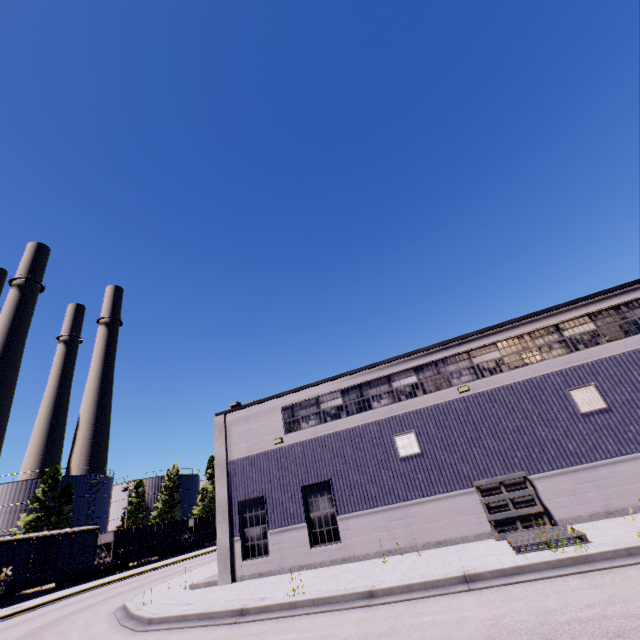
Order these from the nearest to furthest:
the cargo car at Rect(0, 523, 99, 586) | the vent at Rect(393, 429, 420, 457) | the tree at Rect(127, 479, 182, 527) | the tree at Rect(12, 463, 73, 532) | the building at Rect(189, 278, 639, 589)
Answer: the building at Rect(189, 278, 639, 589)
the vent at Rect(393, 429, 420, 457)
the cargo car at Rect(0, 523, 99, 586)
the tree at Rect(12, 463, 73, 532)
the tree at Rect(127, 479, 182, 527)

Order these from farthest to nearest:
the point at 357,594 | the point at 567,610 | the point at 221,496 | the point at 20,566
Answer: the point at 20,566 < the point at 221,496 < the point at 357,594 < the point at 567,610

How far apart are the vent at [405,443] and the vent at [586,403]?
6.23m

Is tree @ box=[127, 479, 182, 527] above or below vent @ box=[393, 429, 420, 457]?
above

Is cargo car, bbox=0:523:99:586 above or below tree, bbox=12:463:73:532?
below

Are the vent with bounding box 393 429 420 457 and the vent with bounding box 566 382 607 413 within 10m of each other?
yes

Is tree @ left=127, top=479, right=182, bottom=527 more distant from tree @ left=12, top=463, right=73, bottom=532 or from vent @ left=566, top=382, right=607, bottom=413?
vent @ left=566, top=382, right=607, bottom=413

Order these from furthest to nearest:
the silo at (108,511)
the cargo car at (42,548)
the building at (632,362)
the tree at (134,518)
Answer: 1. the tree at (134,518)
2. the silo at (108,511)
3. the cargo car at (42,548)
4. the building at (632,362)
